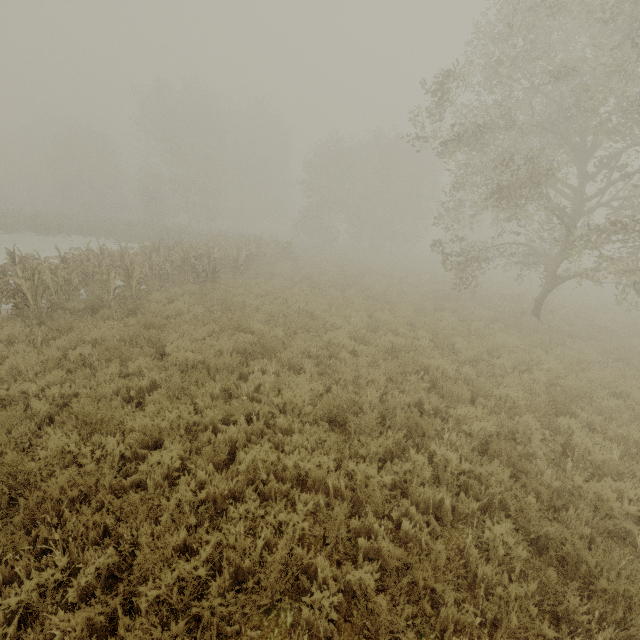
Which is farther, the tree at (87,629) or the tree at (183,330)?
the tree at (183,330)

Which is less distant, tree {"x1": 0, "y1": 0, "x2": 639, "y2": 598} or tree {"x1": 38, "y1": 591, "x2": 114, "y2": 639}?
tree {"x1": 38, "y1": 591, "x2": 114, "y2": 639}

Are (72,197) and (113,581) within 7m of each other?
no
